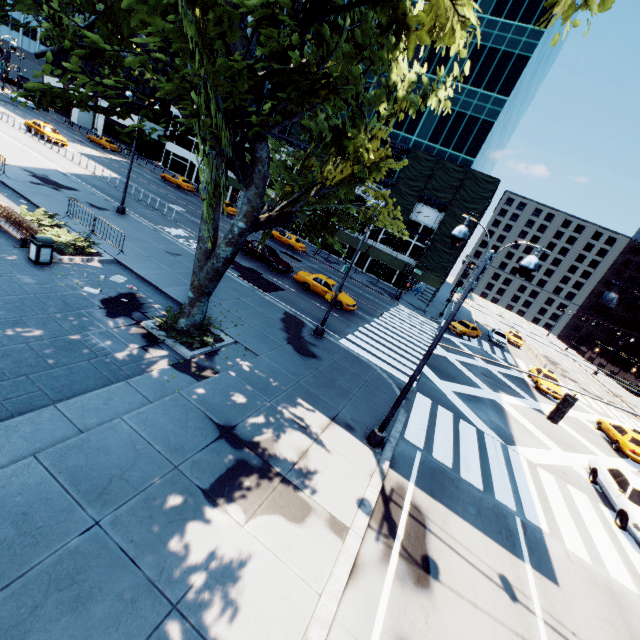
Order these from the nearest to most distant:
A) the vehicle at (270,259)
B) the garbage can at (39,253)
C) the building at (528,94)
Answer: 1. the garbage can at (39,253)
2. the vehicle at (270,259)
3. the building at (528,94)

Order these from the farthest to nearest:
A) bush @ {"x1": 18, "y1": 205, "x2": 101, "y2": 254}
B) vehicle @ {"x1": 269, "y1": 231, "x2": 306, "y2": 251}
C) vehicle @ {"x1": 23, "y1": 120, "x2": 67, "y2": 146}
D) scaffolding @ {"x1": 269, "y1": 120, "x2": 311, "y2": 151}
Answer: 1. scaffolding @ {"x1": 269, "y1": 120, "x2": 311, "y2": 151}
2. vehicle @ {"x1": 269, "y1": 231, "x2": 306, "y2": 251}
3. vehicle @ {"x1": 23, "y1": 120, "x2": 67, "y2": 146}
4. bush @ {"x1": 18, "y1": 205, "x2": 101, "y2": 254}

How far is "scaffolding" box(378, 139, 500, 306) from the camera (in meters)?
34.84

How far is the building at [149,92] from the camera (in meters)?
53.75

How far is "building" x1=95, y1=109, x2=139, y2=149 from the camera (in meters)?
56.42

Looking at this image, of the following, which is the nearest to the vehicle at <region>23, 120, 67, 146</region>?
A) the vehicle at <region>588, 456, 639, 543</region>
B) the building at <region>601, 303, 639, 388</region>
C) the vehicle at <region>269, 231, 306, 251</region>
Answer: the vehicle at <region>269, 231, 306, 251</region>

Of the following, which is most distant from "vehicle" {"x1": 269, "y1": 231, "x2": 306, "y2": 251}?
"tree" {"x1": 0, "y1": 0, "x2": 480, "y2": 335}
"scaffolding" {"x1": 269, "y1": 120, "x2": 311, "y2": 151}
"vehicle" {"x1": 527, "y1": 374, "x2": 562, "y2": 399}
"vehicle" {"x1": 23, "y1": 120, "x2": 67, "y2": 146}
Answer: "vehicle" {"x1": 527, "y1": 374, "x2": 562, "y2": 399}

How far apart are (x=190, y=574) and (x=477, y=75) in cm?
4896
